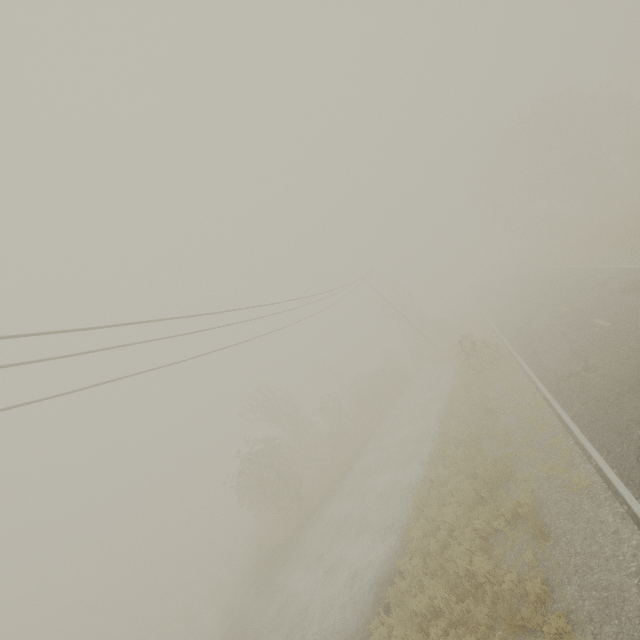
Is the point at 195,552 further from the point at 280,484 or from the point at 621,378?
the point at 621,378
